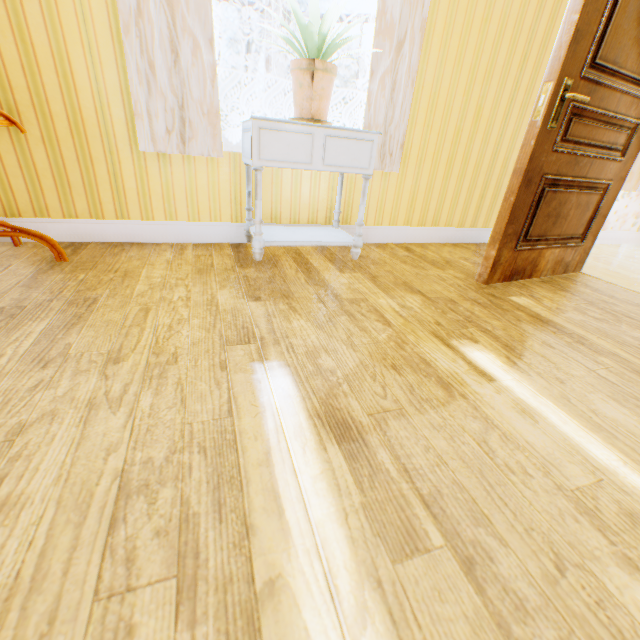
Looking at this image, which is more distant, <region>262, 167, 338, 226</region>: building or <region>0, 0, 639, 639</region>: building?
<region>262, 167, 338, 226</region>: building

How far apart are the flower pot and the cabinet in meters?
0.0 m

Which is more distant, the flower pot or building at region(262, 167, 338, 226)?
building at region(262, 167, 338, 226)

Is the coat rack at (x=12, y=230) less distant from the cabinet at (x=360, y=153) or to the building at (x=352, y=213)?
Result: the building at (x=352, y=213)

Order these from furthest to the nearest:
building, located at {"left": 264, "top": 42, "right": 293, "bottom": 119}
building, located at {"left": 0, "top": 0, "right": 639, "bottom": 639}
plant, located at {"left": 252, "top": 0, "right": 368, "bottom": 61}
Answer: building, located at {"left": 264, "top": 42, "right": 293, "bottom": 119}, plant, located at {"left": 252, "top": 0, "right": 368, "bottom": 61}, building, located at {"left": 0, "top": 0, "right": 639, "bottom": 639}

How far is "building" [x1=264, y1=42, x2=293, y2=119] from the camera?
2.2m

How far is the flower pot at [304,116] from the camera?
1.8m

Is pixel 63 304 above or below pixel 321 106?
below
